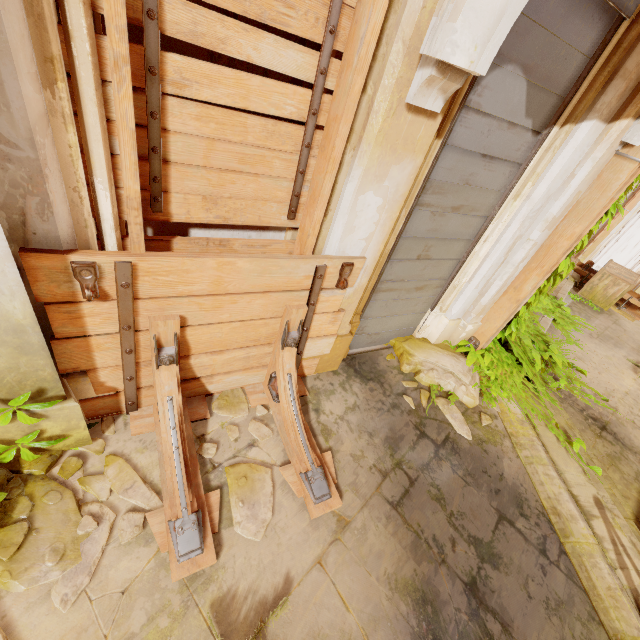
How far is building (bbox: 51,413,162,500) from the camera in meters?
2.5

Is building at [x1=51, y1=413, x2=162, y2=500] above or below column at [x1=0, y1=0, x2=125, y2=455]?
below

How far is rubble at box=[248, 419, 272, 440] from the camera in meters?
3.0

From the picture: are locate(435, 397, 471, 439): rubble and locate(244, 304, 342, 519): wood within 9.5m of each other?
yes

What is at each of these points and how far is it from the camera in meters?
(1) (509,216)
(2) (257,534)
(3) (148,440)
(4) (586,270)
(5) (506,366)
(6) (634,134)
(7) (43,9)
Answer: (1) column, 3.5 m
(2) rubble, 2.4 m
(3) building, 2.7 m
(4) trim, 10.3 m
(5) plant, 4.6 m
(6) support, 2.9 m
(7) column, 1.2 m

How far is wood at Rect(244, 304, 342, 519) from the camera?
2.7 meters

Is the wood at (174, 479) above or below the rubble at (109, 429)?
above

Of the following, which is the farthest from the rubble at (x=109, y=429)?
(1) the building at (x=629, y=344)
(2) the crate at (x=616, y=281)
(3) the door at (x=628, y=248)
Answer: (3) the door at (x=628, y=248)
